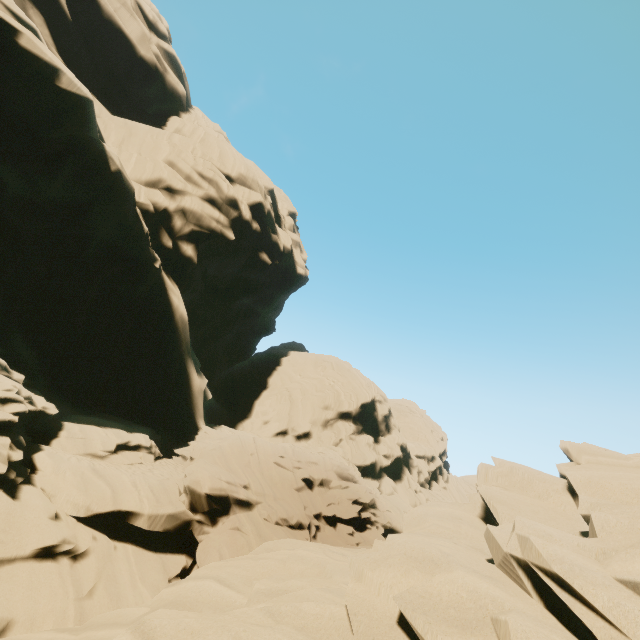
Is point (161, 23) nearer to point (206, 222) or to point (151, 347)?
point (206, 222)
